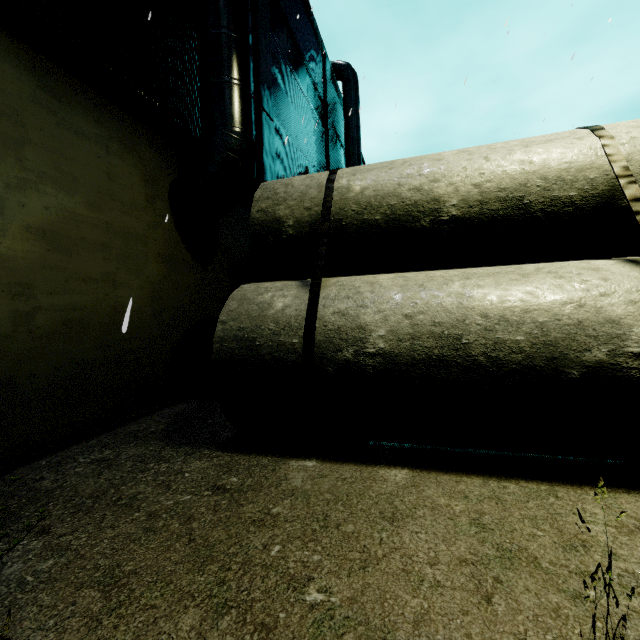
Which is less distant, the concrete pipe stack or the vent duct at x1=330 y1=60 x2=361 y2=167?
the concrete pipe stack

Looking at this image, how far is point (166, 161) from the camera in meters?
5.9

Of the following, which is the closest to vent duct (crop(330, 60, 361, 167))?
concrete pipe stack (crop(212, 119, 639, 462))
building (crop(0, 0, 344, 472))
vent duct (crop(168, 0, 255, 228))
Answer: building (crop(0, 0, 344, 472))

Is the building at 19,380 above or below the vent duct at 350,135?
below

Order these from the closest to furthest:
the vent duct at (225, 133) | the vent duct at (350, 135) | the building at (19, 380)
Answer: the building at (19, 380) → the vent duct at (225, 133) → the vent duct at (350, 135)

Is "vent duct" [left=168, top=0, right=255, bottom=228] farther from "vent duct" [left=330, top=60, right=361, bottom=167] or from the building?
"vent duct" [left=330, top=60, right=361, bottom=167]

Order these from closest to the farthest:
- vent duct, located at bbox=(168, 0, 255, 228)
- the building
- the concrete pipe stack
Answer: the concrete pipe stack → the building → vent duct, located at bbox=(168, 0, 255, 228)

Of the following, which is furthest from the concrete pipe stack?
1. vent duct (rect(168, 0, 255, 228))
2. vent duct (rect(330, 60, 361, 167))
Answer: vent duct (rect(330, 60, 361, 167))
